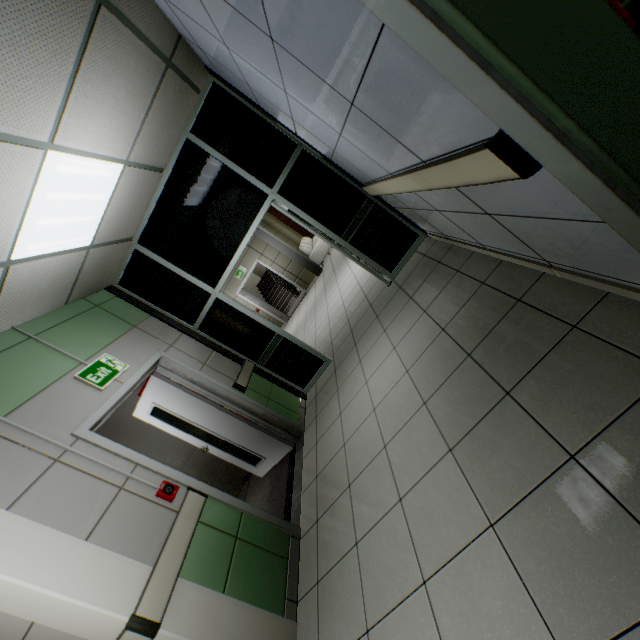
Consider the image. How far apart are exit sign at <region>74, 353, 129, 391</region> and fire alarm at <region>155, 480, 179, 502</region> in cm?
109

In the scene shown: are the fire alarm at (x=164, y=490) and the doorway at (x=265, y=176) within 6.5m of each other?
yes

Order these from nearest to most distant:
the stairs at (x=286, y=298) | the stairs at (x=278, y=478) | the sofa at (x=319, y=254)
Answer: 1. the stairs at (x=278, y=478)
2. the sofa at (x=319, y=254)
3. the stairs at (x=286, y=298)

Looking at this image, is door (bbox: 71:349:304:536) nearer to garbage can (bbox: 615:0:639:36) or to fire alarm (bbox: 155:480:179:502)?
fire alarm (bbox: 155:480:179:502)

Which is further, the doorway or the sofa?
the sofa

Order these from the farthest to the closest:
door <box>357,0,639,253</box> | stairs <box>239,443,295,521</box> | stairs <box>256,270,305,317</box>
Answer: stairs <box>256,270,305,317</box>
stairs <box>239,443,295,521</box>
door <box>357,0,639,253</box>

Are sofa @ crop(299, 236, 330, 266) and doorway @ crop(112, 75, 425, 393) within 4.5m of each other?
no

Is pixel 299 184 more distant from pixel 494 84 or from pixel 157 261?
pixel 494 84
